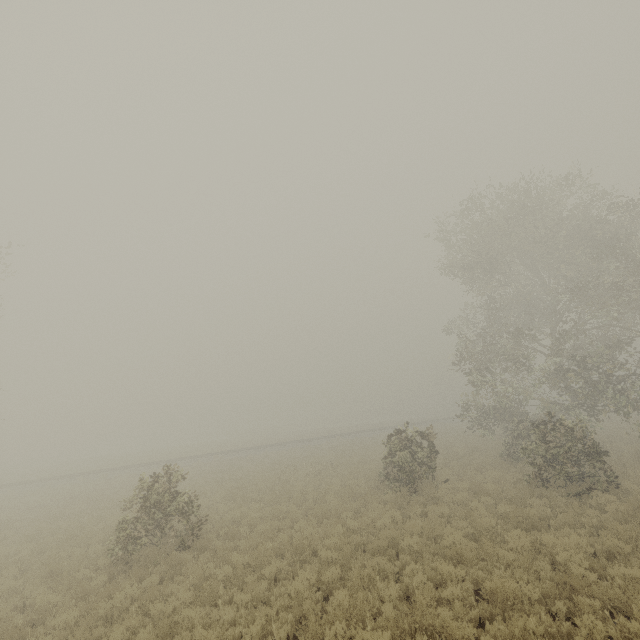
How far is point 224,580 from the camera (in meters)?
9.49

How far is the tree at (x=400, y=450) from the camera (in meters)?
14.62

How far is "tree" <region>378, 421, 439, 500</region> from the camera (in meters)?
14.62
